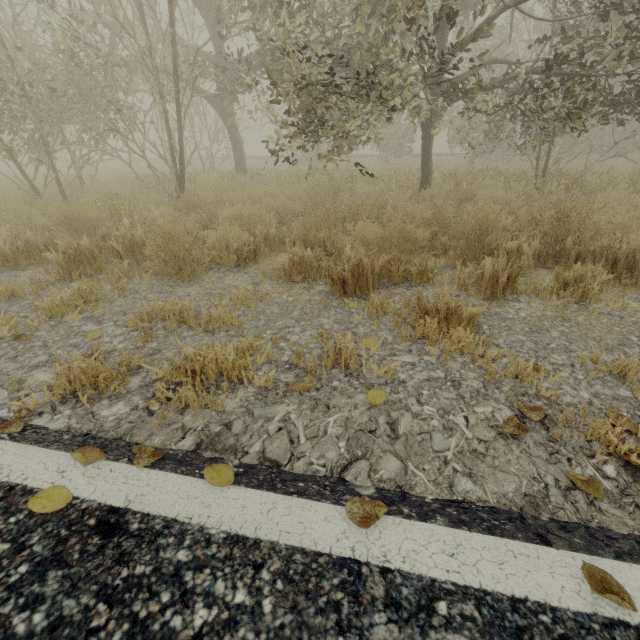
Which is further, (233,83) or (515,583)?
(233,83)
